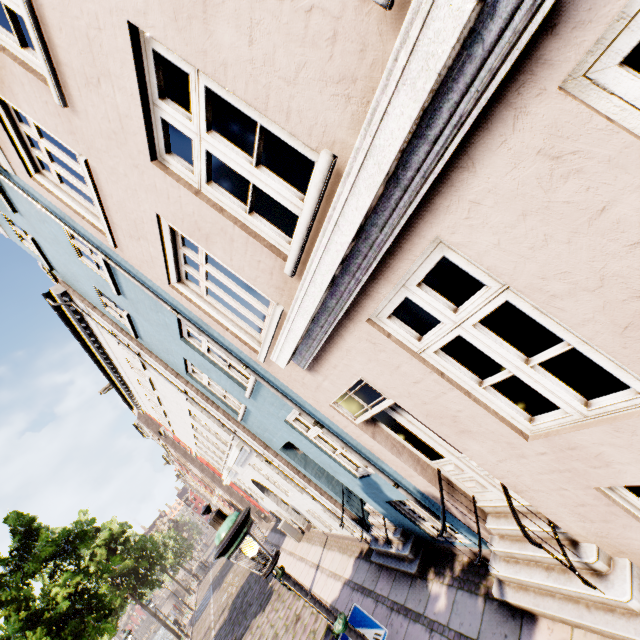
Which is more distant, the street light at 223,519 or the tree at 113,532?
the tree at 113,532

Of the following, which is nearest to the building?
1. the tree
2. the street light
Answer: the street light

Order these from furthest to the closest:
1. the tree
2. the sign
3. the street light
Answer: the tree < the sign < the street light

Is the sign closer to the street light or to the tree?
the street light

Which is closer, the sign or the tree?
the sign

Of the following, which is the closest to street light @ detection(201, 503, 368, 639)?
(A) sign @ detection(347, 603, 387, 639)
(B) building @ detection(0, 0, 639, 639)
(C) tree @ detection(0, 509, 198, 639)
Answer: (A) sign @ detection(347, 603, 387, 639)

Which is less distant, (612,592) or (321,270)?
(321,270)

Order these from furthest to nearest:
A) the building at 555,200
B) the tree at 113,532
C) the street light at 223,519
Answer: the tree at 113,532
the street light at 223,519
the building at 555,200
